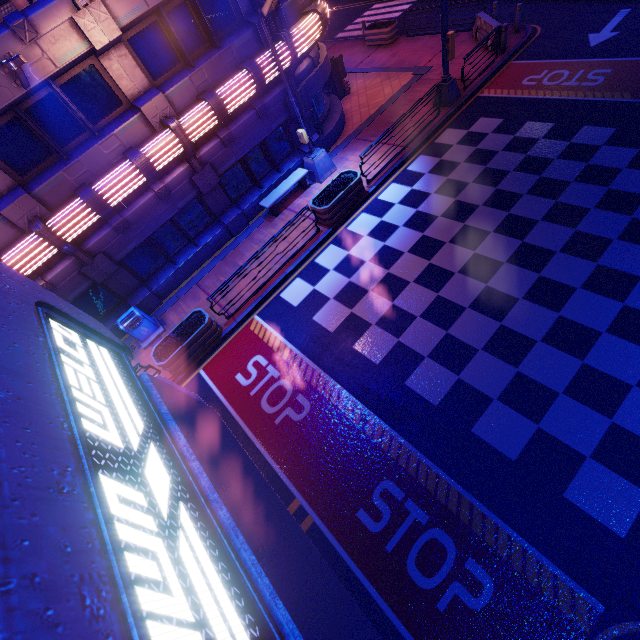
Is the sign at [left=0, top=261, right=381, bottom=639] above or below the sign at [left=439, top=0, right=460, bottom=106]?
above

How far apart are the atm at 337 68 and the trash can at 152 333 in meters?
15.1 m

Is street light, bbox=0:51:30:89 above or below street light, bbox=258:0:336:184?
above

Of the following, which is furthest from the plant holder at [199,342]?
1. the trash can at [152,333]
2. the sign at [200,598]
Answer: the sign at [200,598]

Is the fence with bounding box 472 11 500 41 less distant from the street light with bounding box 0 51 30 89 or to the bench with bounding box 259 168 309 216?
the bench with bounding box 259 168 309 216

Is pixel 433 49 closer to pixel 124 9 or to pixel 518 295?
pixel 124 9

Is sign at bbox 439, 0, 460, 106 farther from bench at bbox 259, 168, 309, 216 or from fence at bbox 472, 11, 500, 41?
bench at bbox 259, 168, 309, 216

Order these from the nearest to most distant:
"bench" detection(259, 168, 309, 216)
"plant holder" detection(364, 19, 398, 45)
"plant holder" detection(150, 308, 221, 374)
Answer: "plant holder" detection(150, 308, 221, 374) < "bench" detection(259, 168, 309, 216) < "plant holder" detection(364, 19, 398, 45)
